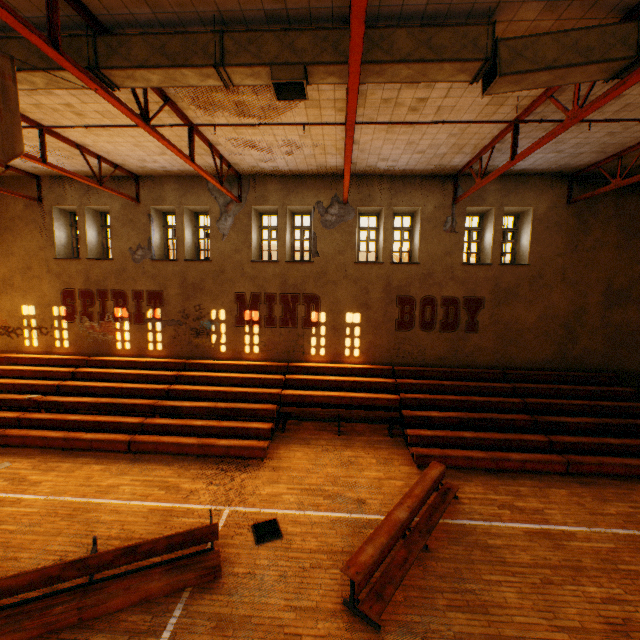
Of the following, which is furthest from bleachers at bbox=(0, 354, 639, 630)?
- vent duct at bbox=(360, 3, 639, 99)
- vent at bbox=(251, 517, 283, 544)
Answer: vent duct at bbox=(360, 3, 639, 99)

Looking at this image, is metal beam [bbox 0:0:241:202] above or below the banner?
above

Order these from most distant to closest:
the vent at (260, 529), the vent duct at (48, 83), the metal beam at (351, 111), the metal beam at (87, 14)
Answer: the vent at (260, 529), the vent duct at (48, 83), the metal beam at (87, 14), the metal beam at (351, 111)

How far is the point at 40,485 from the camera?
7.86m

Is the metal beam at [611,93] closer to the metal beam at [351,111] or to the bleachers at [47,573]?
the metal beam at [351,111]

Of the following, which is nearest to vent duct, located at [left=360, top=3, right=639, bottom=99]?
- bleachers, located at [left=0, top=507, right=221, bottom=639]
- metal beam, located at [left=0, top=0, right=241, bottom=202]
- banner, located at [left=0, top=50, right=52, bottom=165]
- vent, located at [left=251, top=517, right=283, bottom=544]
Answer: metal beam, located at [left=0, top=0, right=241, bottom=202]

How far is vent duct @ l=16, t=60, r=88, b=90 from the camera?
5.1m

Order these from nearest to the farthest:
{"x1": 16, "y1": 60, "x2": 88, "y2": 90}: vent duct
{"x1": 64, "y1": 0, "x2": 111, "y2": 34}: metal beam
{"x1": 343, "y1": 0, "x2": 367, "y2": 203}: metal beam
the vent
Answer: {"x1": 343, "y1": 0, "x2": 367, "y2": 203}: metal beam
{"x1": 64, "y1": 0, "x2": 111, "y2": 34}: metal beam
{"x1": 16, "y1": 60, "x2": 88, "y2": 90}: vent duct
the vent
